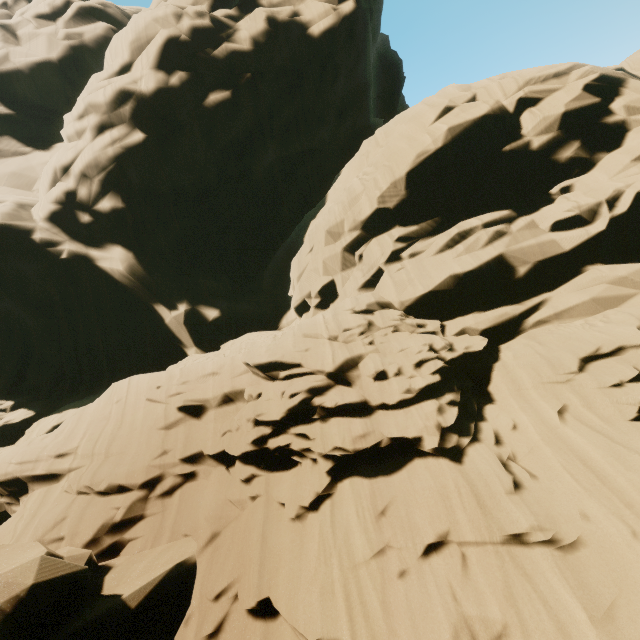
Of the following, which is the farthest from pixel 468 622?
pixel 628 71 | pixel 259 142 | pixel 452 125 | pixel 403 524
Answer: pixel 259 142
